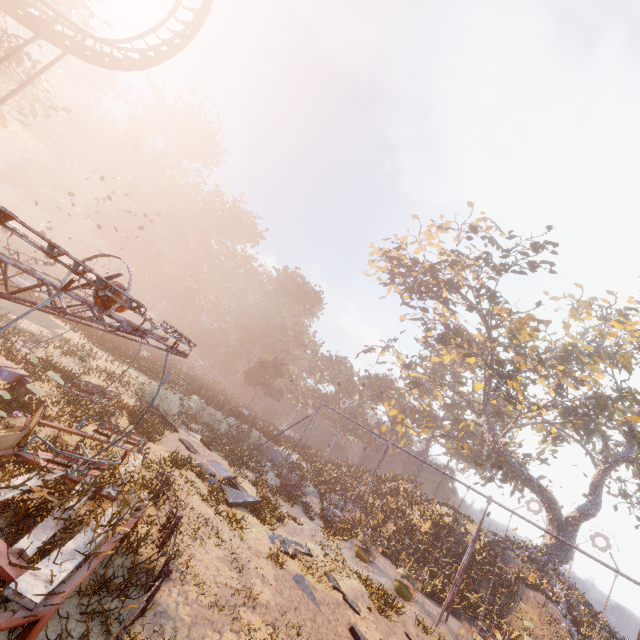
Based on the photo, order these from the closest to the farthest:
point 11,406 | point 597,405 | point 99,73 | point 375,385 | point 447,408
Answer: point 11,406 < point 597,405 < point 99,73 < point 447,408 < point 375,385

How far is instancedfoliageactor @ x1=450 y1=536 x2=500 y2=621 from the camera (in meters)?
17.91

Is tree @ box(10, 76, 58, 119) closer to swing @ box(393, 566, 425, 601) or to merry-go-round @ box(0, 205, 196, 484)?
merry-go-round @ box(0, 205, 196, 484)

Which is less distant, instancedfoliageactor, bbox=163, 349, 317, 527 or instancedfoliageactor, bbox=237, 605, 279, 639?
instancedfoliageactor, bbox=237, 605, 279, 639

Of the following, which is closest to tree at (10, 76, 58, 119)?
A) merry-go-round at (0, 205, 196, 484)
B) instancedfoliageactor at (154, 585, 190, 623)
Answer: merry-go-round at (0, 205, 196, 484)

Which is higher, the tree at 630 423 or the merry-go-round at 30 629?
the tree at 630 423

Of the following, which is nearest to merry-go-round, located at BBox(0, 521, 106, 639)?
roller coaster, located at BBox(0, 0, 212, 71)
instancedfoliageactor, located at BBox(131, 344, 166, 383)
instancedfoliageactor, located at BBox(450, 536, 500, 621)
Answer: roller coaster, located at BBox(0, 0, 212, 71)

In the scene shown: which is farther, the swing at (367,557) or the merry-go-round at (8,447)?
the swing at (367,557)
